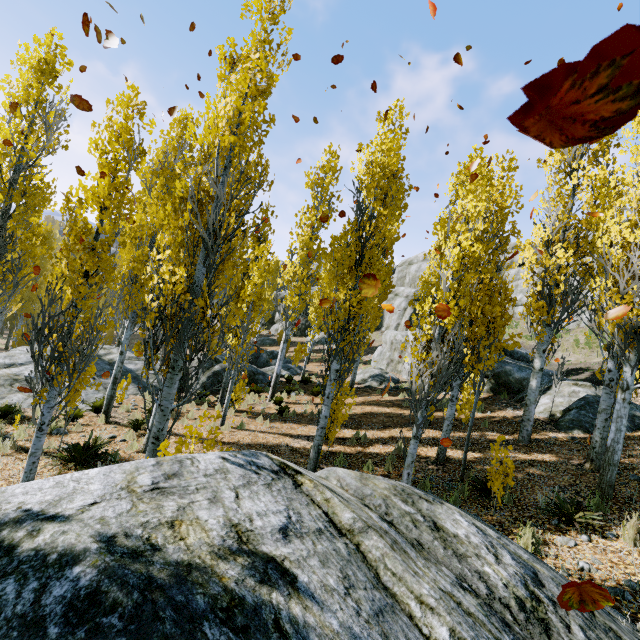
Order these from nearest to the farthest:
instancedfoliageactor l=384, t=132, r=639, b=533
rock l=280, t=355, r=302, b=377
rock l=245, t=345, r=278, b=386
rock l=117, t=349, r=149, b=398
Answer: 1. instancedfoliageactor l=384, t=132, r=639, b=533
2. rock l=117, t=349, r=149, b=398
3. rock l=245, t=345, r=278, b=386
4. rock l=280, t=355, r=302, b=377

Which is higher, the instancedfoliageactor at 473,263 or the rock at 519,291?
the rock at 519,291

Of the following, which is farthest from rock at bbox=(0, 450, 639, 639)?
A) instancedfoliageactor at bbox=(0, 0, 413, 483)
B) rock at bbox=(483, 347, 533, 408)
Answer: rock at bbox=(483, 347, 533, 408)

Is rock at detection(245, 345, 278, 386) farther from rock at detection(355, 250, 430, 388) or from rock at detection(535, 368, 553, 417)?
rock at detection(535, 368, 553, 417)

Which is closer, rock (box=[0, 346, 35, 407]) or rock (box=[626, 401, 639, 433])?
rock (box=[626, 401, 639, 433])

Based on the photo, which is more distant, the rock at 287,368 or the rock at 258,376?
the rock at 287,368

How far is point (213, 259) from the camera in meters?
4.8

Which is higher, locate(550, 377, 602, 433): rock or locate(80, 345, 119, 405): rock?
locate(550, 377, 602, 433): rock
